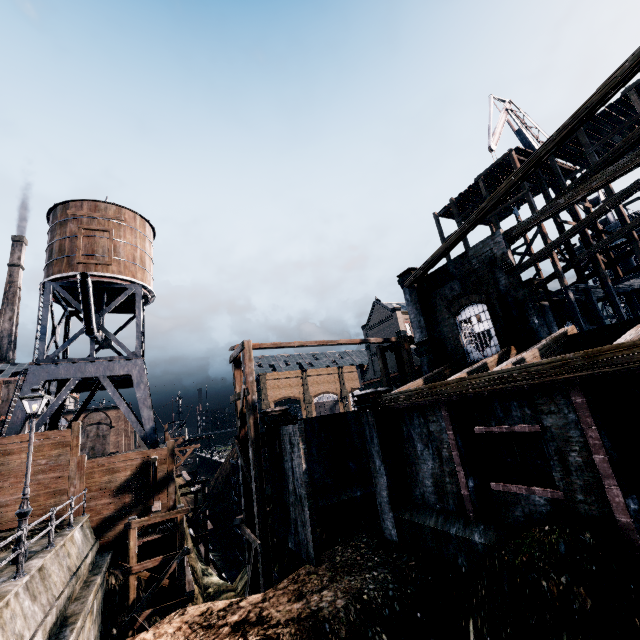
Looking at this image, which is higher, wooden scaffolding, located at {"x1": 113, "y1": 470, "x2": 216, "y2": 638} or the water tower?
the water tower

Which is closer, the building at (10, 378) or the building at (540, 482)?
the building at (540, 482)

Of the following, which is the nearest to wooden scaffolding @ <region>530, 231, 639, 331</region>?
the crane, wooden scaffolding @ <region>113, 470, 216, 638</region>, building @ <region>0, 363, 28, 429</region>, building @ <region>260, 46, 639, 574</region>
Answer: building @ <region>260, 46, 639, 574</region>

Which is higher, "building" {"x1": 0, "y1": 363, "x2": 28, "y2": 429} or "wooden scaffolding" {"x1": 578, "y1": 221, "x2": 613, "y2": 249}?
"building" {"x1": 0, "y1": 363, "x2": 28, "y2": 429}

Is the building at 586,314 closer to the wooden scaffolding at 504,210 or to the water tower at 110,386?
the wooden scaffolding at 504,210

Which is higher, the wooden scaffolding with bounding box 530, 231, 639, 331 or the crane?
the crane

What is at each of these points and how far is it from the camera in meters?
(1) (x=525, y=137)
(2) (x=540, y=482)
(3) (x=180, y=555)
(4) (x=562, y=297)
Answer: (1) crane, 32.8
(2) building, 9.2
(3) wooden scaffolding, 15.8
(4) wooden scaffolding, 24.5

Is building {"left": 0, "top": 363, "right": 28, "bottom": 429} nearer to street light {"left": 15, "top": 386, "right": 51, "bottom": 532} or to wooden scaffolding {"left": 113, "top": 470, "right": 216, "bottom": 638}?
wooden scaffolding {"left": 113, "top": 470, "right": 216, "bottom": 638}
